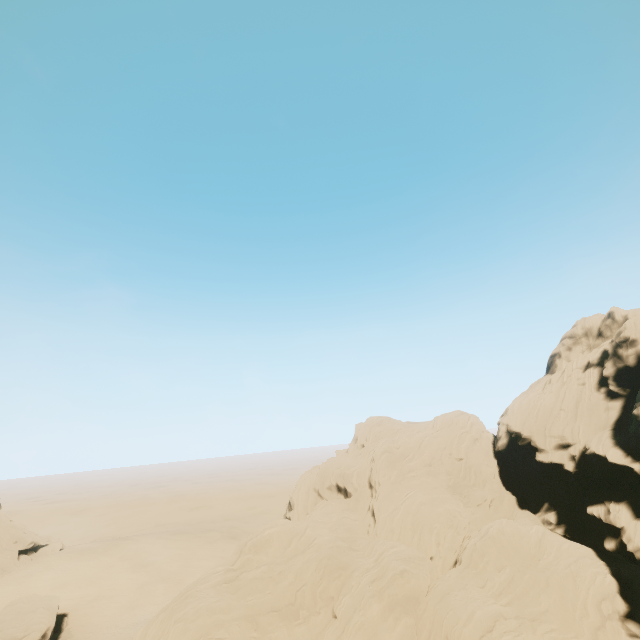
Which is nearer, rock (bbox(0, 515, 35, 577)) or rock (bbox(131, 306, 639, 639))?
rock (bbox(131, 306, 639, 639))

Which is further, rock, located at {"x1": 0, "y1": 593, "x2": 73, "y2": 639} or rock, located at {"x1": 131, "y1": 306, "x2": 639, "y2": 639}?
rock, located at {"x1": 0, "y1": 593, "x2": 73, "y2": 639}

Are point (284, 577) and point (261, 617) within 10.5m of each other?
yes

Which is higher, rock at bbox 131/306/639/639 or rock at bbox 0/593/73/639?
rock at bbox 131/306/639/639

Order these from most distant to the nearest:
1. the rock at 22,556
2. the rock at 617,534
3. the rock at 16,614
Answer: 1. the rock at 22,556
2. the rock at 16,614
3. the rock at 617,534

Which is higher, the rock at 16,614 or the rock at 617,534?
the rock at 617,534

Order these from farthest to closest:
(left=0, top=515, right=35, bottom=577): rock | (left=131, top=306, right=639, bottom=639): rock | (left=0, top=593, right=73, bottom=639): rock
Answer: (left=0, top=515, right=35, bottom=577): rock
(left=0, top=593, right=73, bottom=639): rock
(left=131, top=306, right=639, bottom=639): rock
